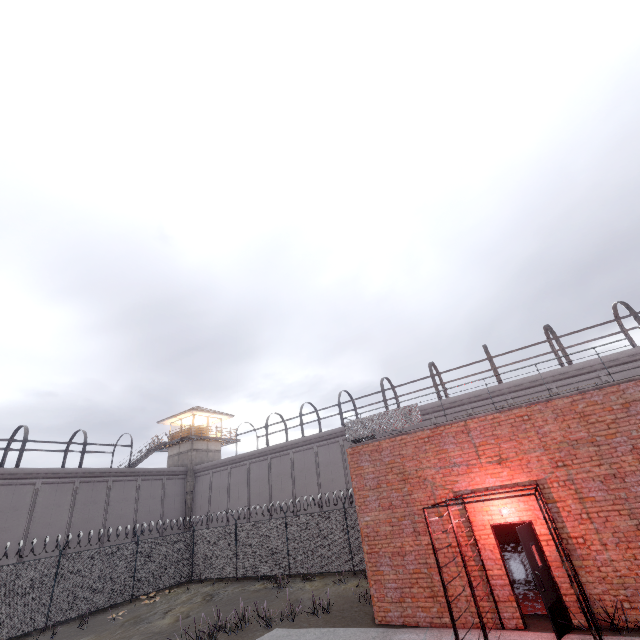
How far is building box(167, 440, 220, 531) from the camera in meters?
31.5 m

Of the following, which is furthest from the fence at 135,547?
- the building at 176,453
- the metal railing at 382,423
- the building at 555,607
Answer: the building at 176,453

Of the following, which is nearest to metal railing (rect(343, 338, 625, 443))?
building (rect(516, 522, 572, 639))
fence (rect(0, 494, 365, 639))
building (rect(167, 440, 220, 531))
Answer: fence (rect(0, 494, 365, 639))

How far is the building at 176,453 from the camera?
31.55m

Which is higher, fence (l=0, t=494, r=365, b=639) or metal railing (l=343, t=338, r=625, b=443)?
metal railing (l=343, t=338, r=625, b=443)

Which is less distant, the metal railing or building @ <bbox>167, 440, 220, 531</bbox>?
the metal railing

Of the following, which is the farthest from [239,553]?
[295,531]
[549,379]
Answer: [549,379]

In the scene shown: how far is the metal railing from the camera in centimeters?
1012cm
